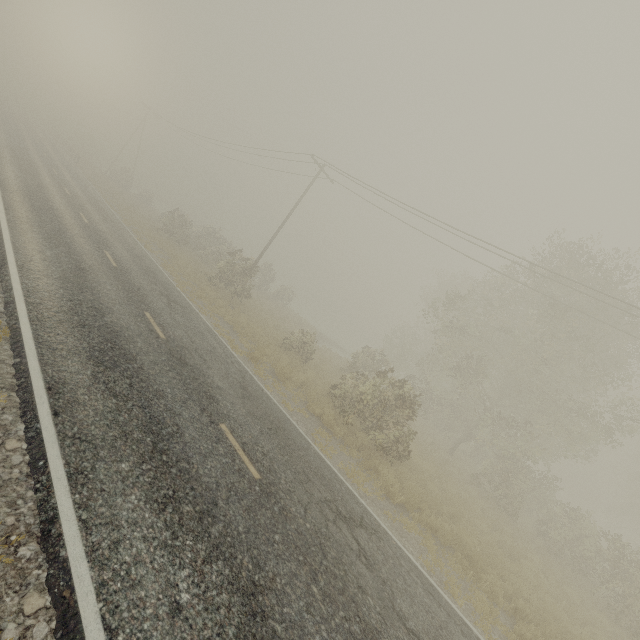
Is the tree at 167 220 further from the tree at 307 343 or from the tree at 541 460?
the tree at 541 460

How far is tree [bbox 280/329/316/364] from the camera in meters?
19.7

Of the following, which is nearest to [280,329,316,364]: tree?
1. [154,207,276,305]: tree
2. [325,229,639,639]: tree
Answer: [154,207,276,305]: tree

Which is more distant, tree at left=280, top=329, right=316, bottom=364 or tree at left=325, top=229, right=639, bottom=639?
tree at left=280, top=329, right=316, bottom=364

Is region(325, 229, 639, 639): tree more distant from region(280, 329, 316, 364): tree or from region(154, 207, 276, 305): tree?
region(154, 207, 276, 305): tree

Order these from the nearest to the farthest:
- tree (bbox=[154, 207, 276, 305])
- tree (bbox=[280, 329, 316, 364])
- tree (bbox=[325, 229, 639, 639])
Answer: tree (bbox=[325, 229, 639, 639])
tree (bbox=[280, 329, 316, 364])
tree (bbox=[154, 207, 276, 305])

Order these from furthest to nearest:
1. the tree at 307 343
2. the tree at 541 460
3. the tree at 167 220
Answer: the tree at 167 220 → the tree at 307 343 → the tree at 541 460

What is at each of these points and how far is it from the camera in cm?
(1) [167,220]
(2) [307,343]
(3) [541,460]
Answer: →
(1) tree, 2914
(2) tree, 2031
(3) tree, 4262
